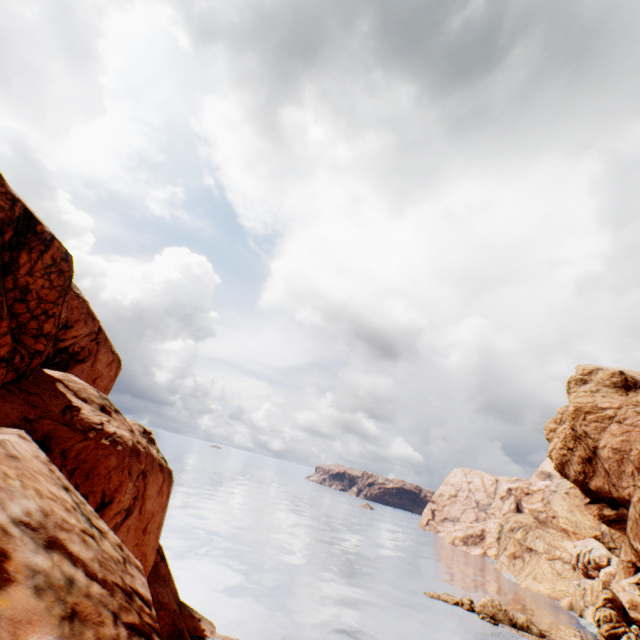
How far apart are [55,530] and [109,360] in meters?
33.0

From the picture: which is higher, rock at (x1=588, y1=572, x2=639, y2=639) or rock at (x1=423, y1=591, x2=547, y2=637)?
rock at (x1=588, y1=572, x2=639, y2=639)

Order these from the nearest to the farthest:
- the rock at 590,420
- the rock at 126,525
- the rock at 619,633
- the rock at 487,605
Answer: the rock at 126,525 < the rock at 590,420 < the rock at 487,605 < the rock at 619,633

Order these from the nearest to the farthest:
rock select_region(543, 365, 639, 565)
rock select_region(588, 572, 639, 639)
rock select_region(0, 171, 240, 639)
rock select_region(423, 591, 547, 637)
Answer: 1. rock select_region(0, 171, 240, 639)
2. rock select_region(543, 365, 639, 565)
3. rock select_region(423, 591, 547, 637)
4. rock select_region(588, 572, 639, 639)

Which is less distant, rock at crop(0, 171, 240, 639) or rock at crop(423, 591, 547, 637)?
rock at crop(0, 171, 240, 639)

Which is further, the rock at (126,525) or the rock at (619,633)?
the rock at (619,633)
